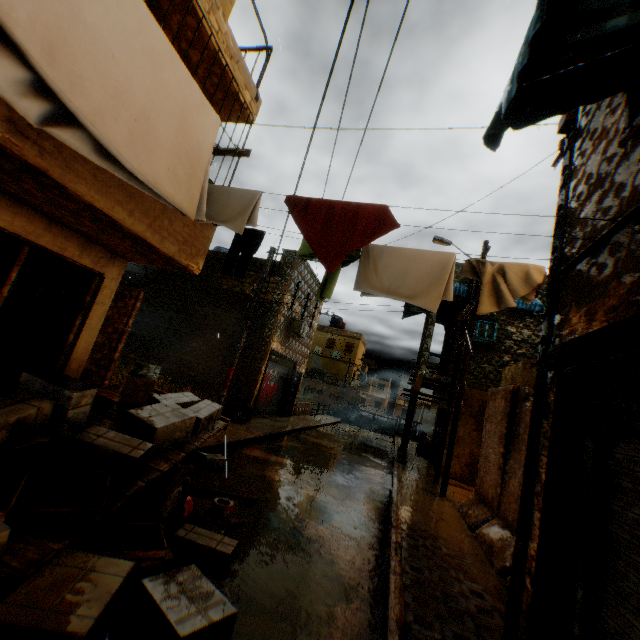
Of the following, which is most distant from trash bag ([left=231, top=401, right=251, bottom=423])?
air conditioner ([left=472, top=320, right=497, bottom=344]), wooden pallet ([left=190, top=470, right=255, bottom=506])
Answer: air conditioner ([left=472, top=320, right=497, bottom=344])

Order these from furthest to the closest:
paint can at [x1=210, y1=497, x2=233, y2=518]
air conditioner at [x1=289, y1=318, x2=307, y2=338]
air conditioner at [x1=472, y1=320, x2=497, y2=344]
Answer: air conditioner at [x1=289, y1=318, x2=307, y2=338], air conditioner at [x1=472, y1=320, x2=497, y2=344], paint can at [x1=210, y1=497, x2=233, y2=518]

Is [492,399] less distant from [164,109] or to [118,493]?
[118,493]

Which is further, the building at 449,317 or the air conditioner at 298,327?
the air conditioner at 298,327

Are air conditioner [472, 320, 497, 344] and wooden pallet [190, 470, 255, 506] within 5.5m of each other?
no

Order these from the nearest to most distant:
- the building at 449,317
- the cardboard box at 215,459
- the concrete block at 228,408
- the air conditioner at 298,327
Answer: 1. the cardboard box at 215,459
2. the concrete block at 228,408
3. the building at 449,317
4. the air conditioner at 298,327

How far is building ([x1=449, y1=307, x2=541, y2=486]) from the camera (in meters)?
13.35

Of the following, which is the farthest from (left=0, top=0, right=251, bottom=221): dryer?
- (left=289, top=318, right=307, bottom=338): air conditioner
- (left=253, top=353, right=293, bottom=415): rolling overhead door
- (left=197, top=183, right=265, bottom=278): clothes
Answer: (left=289, top=318, right=307, bottom=338): air conditioner
